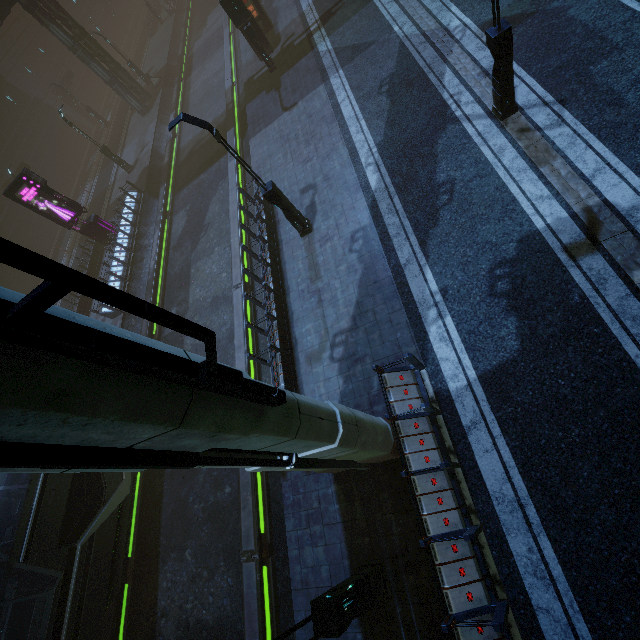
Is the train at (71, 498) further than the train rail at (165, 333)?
No

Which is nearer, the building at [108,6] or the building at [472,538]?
the building at [472,538]

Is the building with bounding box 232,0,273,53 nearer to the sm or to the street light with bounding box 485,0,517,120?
the sm

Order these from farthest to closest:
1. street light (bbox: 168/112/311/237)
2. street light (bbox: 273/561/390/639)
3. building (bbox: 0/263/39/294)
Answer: building (bbox: 0/263/39/294) → street light (bbox: 168/112/311/237) → street light (bbox: 273/561/390/639)

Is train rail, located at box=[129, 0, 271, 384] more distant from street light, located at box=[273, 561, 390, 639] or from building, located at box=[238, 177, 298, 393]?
street light, located at box=[273, 561, 390, 639]

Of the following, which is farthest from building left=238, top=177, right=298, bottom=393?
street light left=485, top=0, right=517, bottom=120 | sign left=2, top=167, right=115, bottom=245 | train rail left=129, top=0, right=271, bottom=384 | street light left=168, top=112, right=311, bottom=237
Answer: street light left=485, top=0, right=517, bottom=120

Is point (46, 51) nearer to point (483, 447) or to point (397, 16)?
point (397, 16)

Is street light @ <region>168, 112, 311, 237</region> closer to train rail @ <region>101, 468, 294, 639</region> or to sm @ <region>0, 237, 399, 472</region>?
train rail @ <region>101, 468, 294, 639</region>
